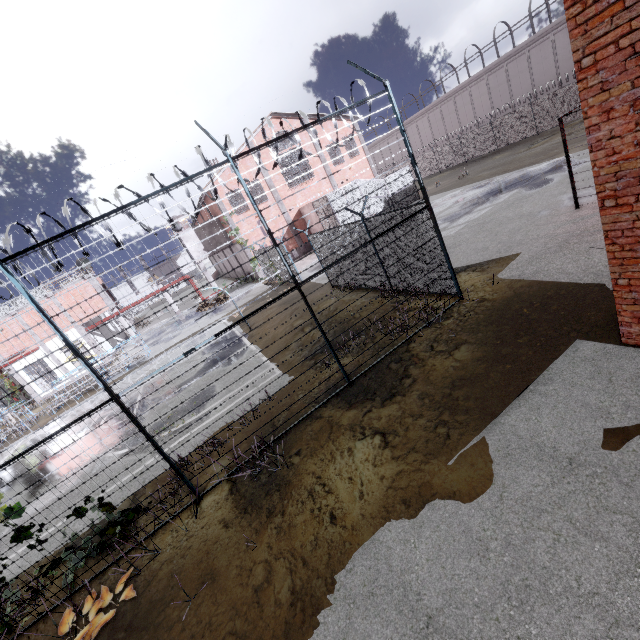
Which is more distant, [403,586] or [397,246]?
[397,246]

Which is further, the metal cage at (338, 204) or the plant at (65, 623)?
the metal cage at (338, 204)

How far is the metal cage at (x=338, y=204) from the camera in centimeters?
2581cm

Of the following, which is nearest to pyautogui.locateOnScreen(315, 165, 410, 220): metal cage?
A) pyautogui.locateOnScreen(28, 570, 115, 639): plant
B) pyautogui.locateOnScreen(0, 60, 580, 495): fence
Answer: pyautogui.locateOnScreen(0, 60, 580, 495): fence

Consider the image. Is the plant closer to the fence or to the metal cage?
the fence

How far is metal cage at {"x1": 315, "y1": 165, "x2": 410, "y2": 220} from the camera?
25.8 meters
